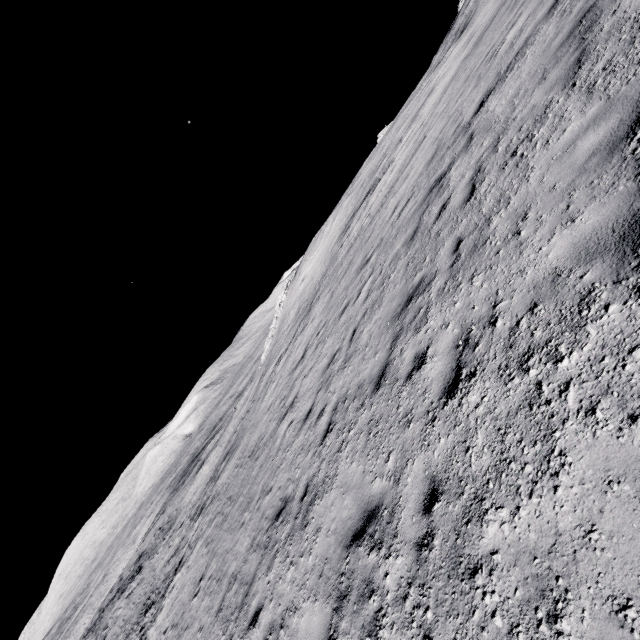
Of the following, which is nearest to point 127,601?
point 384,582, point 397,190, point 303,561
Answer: point 303,561
